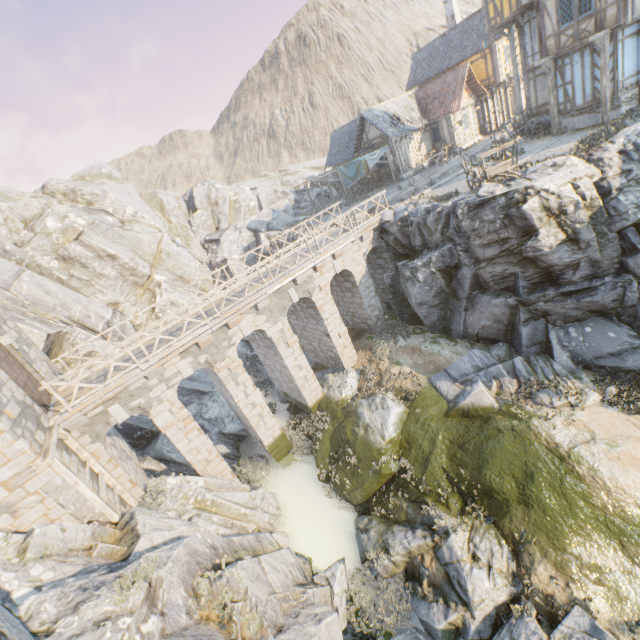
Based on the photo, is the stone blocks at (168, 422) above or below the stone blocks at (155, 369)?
below

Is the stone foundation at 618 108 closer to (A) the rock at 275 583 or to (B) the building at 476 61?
(A) the rock at 275 583

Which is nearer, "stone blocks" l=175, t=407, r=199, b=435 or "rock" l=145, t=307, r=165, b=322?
"stone blocks" l=175, t=407, r=199, b=435

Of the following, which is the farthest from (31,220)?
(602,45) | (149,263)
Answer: (602,45)

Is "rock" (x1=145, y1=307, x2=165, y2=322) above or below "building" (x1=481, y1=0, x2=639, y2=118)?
below

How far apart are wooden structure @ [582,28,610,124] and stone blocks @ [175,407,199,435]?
24.9 meters

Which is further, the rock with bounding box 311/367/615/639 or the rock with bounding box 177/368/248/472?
the rock with bounding box 177/368/248/472

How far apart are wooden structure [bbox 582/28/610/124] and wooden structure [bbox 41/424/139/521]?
26.95m
